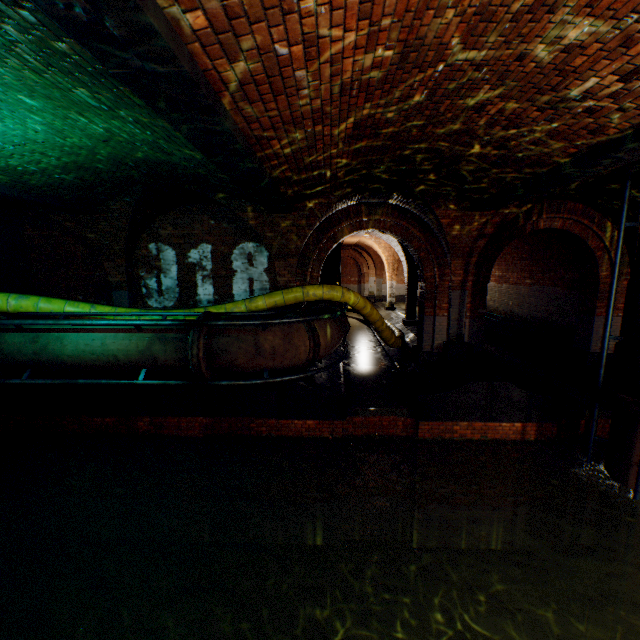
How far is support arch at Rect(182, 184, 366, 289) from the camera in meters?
7.7

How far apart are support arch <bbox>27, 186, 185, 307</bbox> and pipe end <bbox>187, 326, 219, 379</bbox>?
3.56m

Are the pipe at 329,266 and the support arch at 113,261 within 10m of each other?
yes

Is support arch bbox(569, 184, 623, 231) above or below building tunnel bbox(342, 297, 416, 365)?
above

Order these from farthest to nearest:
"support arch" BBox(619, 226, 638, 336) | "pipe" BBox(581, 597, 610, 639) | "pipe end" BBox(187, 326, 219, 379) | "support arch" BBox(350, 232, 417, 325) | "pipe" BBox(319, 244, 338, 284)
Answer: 1. "support arch" BBox(350, 232, 417, 325)
2. "pipe" BBox(319, 244, 338, 284)
3. "support arch" BBox(619, 226, 638, 336)
4. "pipe" BBox(581, 597, 610, 639)
5. "pipe end" BBox(187, 326, 219, 379)

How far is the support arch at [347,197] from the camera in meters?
7.7 m

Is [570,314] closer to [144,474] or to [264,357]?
[264,357]

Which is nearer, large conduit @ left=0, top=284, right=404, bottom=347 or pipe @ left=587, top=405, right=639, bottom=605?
pipe @ left=587, top=405, right=639, bottom=605
